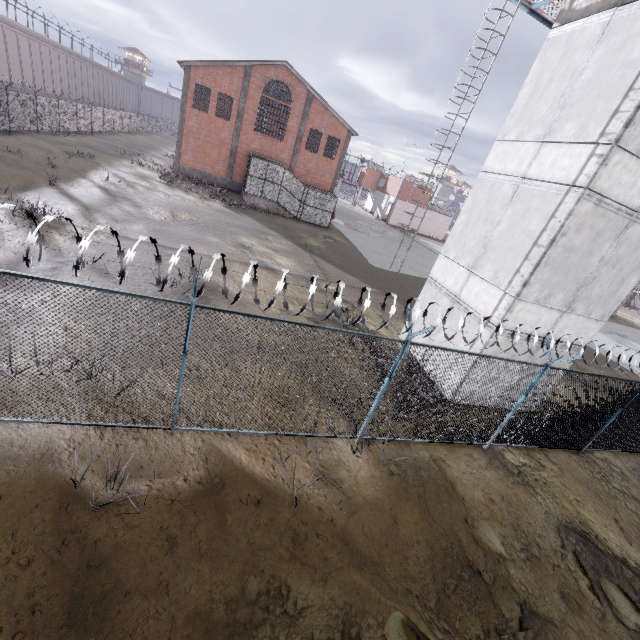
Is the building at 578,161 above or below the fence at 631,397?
above

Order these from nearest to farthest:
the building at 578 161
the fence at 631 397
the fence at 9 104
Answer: the fence at 631 397 < the building at 578 161 < the fence at 9 104

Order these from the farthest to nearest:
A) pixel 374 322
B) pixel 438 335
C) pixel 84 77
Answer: pixel 84 77 → pixel 374 322 → pixel 438 335

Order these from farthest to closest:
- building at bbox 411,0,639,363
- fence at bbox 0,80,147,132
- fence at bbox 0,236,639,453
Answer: fence at bbox 0,80,147,132, building at bbox 411,0,639,363, fence at bbox 0,236,639,453

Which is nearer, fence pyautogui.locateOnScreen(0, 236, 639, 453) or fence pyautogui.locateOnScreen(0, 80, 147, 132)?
fence pyautogui.locateOnScreen(0, 236, 639, 453)

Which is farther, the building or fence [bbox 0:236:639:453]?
the building

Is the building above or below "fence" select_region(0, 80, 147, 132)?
above
